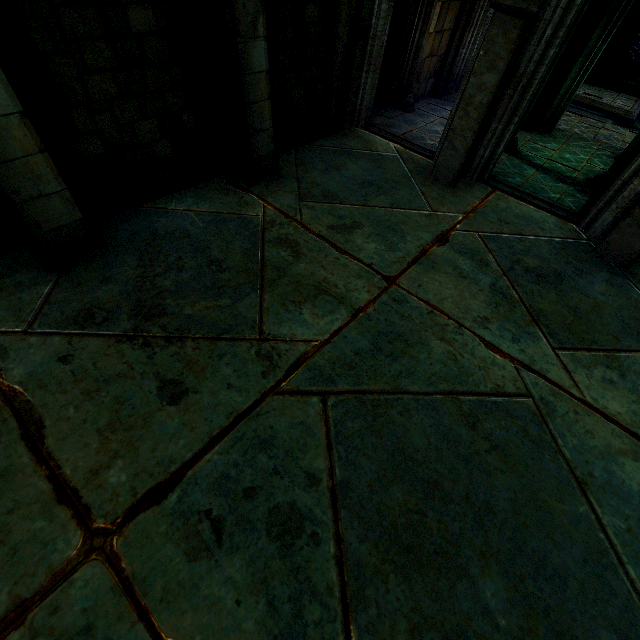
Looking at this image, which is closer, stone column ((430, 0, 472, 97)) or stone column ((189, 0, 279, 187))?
stone column ((189, 0, 279, 187))

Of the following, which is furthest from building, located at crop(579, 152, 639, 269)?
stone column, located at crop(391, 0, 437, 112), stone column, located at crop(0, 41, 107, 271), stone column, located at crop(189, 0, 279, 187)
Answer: stone column, located at crop(0, 41, 107, 271)

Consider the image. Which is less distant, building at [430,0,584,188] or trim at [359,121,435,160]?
building at [430,0,584,188]

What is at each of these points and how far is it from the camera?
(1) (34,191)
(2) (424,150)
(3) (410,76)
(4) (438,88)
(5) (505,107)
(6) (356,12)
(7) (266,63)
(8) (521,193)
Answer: (1) stone column, 3.5 meters
(2) trim, 7.5 meters
(3) stone column, 9.0 meters
(4) stone column, 10.6 meters
(5) building, 5.7 meters
(6) building, 6.2 meters
(7) stone column, 4.7 meters
(8) trim, 6.7 meters

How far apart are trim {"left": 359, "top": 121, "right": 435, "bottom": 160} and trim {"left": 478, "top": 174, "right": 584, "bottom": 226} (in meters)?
1.01

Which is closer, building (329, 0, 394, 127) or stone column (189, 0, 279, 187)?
stone column (189, 0, 279, 187)

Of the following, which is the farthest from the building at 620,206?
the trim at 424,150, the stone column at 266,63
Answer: the stone column at 266,63

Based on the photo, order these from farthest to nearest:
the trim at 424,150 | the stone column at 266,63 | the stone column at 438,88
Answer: the stone column at 438,88
the trim at 424,150
the stone column at 266,63
